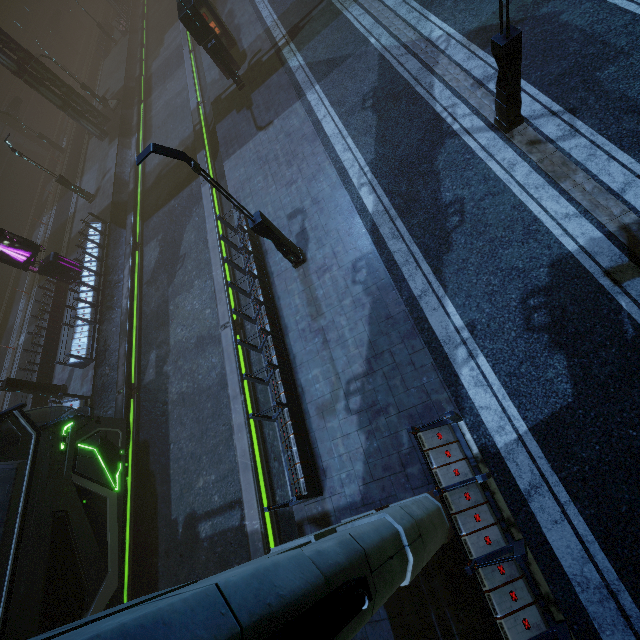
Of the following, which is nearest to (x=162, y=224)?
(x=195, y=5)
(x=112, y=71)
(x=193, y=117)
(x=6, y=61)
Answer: (x=193, y=117)

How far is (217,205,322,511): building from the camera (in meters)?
8.20

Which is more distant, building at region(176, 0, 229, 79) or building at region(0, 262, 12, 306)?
building at region(0, 262, 12, 306)

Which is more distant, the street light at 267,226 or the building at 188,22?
the building at 188,22

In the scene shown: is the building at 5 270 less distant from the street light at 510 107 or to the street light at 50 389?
the street light at 50 389

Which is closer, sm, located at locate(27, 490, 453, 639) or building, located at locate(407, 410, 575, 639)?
sm, located at locate(27, 490, 453, 639)

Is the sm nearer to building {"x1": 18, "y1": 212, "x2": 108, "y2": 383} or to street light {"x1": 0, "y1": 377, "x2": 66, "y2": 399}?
building {"x1": 18, "y1": 212, "x2": 108, "y2": 383}

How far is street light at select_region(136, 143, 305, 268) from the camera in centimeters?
740cm
